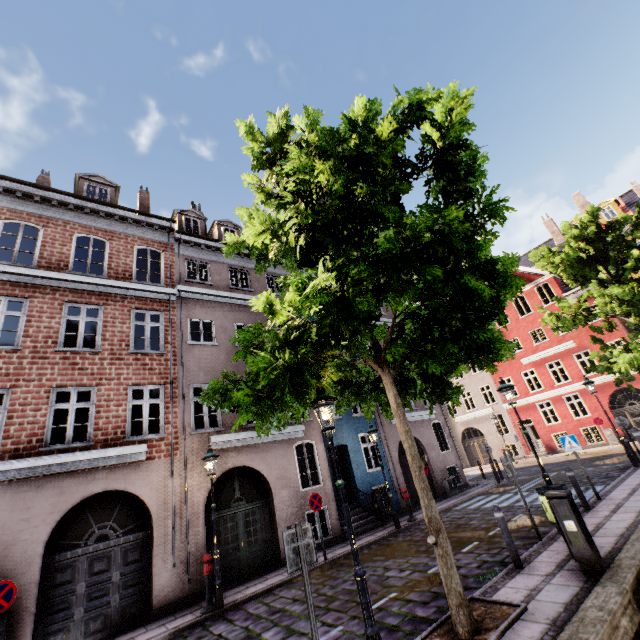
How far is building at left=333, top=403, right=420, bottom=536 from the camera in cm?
1418

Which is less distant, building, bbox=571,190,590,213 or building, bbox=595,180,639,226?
building, bbox=595,180,639,226

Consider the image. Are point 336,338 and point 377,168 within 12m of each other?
yes

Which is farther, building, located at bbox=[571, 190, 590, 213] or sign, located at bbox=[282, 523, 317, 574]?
building, located at bbox=[571, 190, 590, 213]

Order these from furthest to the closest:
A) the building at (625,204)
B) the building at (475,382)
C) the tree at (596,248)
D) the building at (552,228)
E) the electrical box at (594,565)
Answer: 1. the building at (552,228)
2. the building at (625,204)
3. the building at (475,382)
4. the tree at (596,248)
5. the electrical box at (594,565)

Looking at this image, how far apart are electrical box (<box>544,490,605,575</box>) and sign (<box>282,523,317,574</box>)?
4.70m

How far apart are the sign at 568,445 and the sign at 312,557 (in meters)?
10.25
